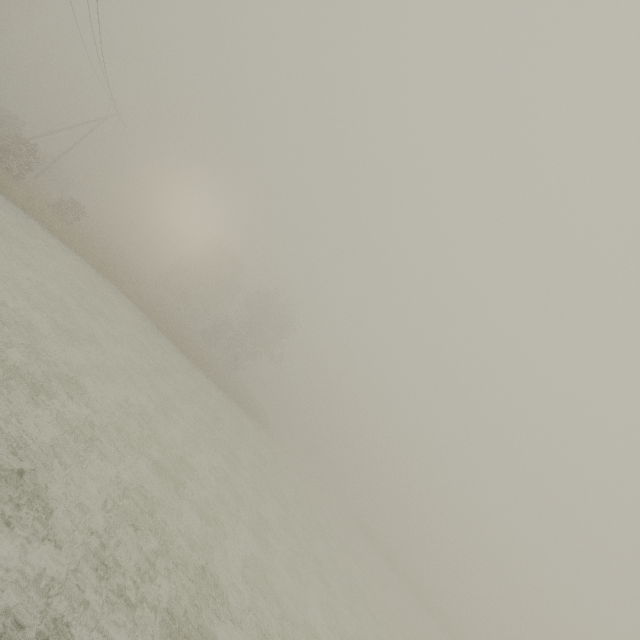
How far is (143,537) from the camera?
7.9m
